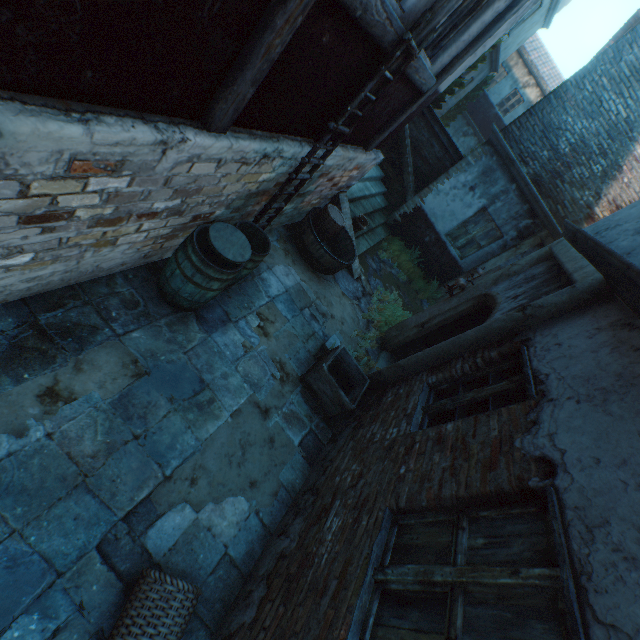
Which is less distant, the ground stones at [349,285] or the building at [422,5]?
the building at [422,5]

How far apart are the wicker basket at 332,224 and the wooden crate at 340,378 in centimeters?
255cm

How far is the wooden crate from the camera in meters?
4.6

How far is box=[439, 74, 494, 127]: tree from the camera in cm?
1820

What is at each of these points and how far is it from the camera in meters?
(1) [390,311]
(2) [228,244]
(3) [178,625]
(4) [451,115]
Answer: (1) plants, 7.6
(2) barrel lid, 3.6
(3) wicker basket, 2.3
(4) tree, 19.4

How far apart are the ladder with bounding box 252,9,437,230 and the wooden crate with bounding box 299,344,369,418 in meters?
2.2

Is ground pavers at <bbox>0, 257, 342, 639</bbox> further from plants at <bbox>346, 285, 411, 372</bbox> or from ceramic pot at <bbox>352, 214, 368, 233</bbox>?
ceramic pot at <bbox>352, 214, 368, 233</bbox>

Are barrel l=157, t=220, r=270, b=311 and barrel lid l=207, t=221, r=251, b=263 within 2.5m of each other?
yes
